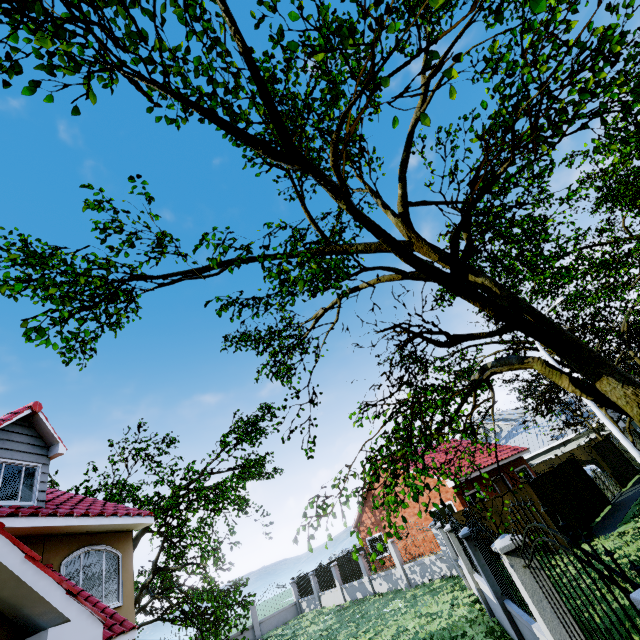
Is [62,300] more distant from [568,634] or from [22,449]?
[568,634]

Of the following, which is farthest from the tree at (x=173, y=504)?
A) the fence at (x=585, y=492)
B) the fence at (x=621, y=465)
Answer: the fence at (x=621, y=465)

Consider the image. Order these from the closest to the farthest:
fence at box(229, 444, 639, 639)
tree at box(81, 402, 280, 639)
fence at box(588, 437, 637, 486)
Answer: fence at box(229, 444, 639, 639) → tree at box(81, 402, 280, 639) → fence at box(588, 437, 637, 486)

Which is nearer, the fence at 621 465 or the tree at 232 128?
the tree at 232 128

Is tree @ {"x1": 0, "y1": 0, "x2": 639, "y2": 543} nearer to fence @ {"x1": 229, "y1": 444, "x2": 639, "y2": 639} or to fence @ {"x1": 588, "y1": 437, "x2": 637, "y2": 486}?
fence @ {"x1": 229, "y1": 444, "x2": 639, "y2": 639}

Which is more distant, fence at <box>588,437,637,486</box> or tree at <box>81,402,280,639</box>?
fence at <box>588,437,637,486</box>

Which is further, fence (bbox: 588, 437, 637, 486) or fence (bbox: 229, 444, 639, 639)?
fence (bbox: 588, 437, 637, 486)
